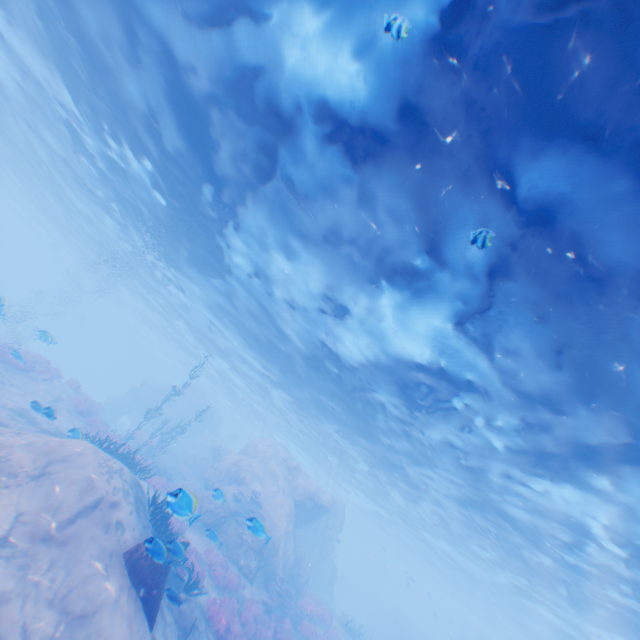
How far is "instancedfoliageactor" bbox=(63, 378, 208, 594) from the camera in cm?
1085

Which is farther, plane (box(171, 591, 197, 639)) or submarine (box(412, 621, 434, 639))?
submarine (box(412, 621, 434, 639))

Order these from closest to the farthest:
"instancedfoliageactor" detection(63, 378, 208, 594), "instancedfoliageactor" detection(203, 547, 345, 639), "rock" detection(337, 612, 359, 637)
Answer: "instancedfoliageactor" detection(63, 378, 208, 594)
"instancedfoliageactor" detection(203, 547, 345, 639)
"rock" detection(337, 612, 359, 637)

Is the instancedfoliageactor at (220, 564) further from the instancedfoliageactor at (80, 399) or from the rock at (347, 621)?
the instancedfoliageactor at (80, 399)

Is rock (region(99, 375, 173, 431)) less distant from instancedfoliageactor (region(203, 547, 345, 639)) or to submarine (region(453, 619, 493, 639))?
instancedfoliageactor (region(203, 547, 345, 639))

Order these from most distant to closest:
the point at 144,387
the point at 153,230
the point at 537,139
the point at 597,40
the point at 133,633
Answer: the point at 144,387 < the point at 153,230 < the point at 133,633 < the point at 537,139 < the point at 597,40

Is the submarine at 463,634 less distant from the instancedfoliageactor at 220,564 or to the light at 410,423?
the light at 410,423

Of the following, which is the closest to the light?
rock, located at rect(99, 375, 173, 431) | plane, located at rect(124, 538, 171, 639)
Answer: plane, located at rect(124, 538, 171, 639)
